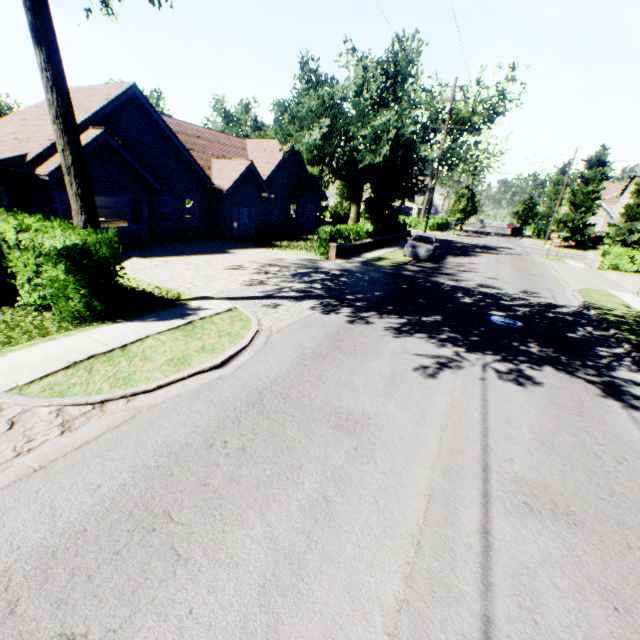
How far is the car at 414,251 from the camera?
21.27m

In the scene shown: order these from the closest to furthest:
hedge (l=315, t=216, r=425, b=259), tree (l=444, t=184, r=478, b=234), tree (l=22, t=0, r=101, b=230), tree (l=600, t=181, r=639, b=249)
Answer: tree (l=22, t=0, r=101, b=230)
hedge (l=315, t=216, r=425, b=259)
tree (l=600, t=181, r=639, b=249)
tree (l=444, t=184, r=478, b=234)

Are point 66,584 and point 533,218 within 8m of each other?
no

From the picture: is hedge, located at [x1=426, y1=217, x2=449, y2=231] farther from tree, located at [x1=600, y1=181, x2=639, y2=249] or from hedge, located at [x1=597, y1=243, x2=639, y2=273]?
hedge, located at [x1=597, y1=243, x2=639, y2=273]

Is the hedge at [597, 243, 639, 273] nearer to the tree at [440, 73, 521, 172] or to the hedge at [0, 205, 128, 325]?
the tree at [440, 73, 521, 172]

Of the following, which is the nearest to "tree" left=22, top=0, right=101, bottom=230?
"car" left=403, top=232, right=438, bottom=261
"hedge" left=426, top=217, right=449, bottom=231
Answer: "hedge" left=426, top=217, right=449, bottom=231

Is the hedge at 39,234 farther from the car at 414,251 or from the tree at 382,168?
the car at 414,251
